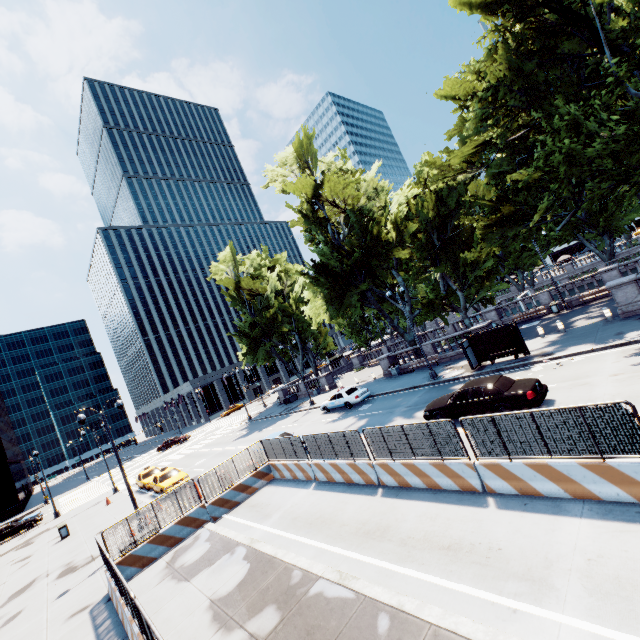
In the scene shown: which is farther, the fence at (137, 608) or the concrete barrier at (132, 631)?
the concrete barrier at (132, 631)

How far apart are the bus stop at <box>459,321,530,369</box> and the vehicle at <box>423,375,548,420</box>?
5.4m

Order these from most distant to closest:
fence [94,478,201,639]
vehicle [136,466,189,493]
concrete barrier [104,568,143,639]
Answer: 1. vehicle [136,466,189,493]
2. concrete barrier [104,568,143,639]
3. fence [94,478,201,639]

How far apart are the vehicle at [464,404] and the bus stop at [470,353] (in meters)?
5.43

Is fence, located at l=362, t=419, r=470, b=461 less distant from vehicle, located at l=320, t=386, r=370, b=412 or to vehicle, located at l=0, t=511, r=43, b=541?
vehicle, located at l=320, t=386, r=370, b=412

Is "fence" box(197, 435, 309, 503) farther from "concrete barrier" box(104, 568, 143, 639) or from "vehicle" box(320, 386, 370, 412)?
"vehicle" box(320, 386, 370, 412)

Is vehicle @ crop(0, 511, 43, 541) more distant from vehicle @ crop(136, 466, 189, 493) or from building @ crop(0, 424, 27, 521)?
building @ crop(0, 424, 27, 521)

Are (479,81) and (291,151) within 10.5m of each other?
no
